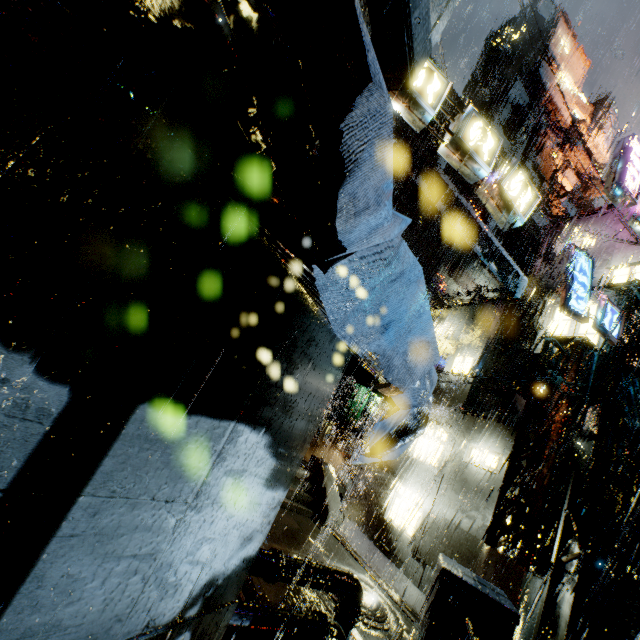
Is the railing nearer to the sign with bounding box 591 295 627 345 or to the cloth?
the cloth

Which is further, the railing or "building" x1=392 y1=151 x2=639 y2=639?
"building" x1=392 y1=151 x2=639 y2=639

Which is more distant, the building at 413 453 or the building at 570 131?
the building at 570 131

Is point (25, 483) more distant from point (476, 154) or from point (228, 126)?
point (476, 154)

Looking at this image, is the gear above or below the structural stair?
below

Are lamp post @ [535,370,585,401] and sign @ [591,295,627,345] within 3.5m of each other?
yes

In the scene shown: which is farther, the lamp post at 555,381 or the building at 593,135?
the building at 593,135

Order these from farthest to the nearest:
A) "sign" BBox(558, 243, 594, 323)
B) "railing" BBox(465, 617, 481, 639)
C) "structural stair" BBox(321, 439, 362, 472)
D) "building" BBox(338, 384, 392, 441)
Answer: "building" BBox(338, 384, 392, 441)
"structural stair" BBox(321, 439, 362, 472)
"sign" BBox(558, 243, 594, 323)
"railing" BBox(465, 617, 481, 639)
